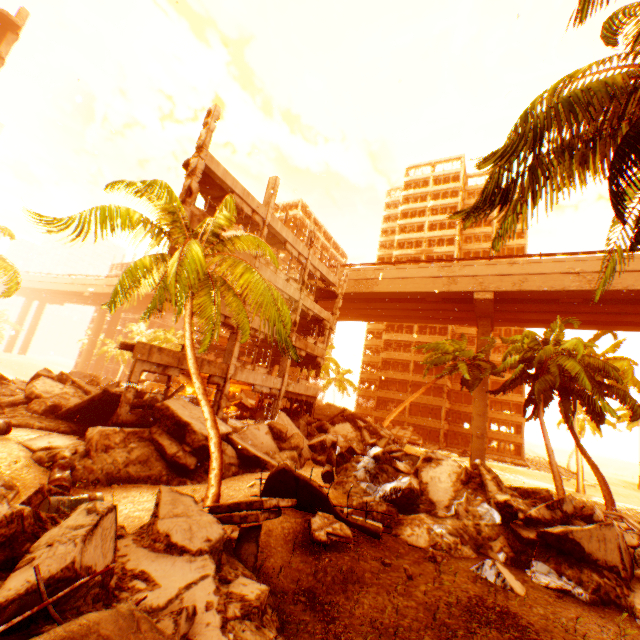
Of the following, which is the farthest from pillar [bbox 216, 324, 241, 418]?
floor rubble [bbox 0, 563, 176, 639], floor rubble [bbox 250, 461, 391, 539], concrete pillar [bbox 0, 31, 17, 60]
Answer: concrete pillar [bbox 0, 31, 17, 60]

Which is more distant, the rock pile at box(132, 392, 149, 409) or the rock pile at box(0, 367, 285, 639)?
the rock pile at box(132, 392, 149, 409)

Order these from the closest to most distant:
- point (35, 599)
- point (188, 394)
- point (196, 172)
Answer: point (35, 599) → point (196, 172) → point (188, 394)

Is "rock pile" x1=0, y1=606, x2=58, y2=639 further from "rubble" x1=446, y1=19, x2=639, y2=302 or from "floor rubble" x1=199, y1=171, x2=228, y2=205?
"floor rubble" x1=199, y1=171, x2=228, y2=205

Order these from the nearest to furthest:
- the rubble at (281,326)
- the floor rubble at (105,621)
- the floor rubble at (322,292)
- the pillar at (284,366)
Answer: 1. the floor rubble at (105,621)
2. the rubble at (281,326)
3. the pillar at (284,366)
4. the floor rubble at (322,292)

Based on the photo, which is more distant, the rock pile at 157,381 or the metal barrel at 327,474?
the rock pile at 157,381

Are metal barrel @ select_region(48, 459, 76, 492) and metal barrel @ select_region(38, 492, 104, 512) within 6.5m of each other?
yes

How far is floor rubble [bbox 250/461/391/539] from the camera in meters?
9.1
